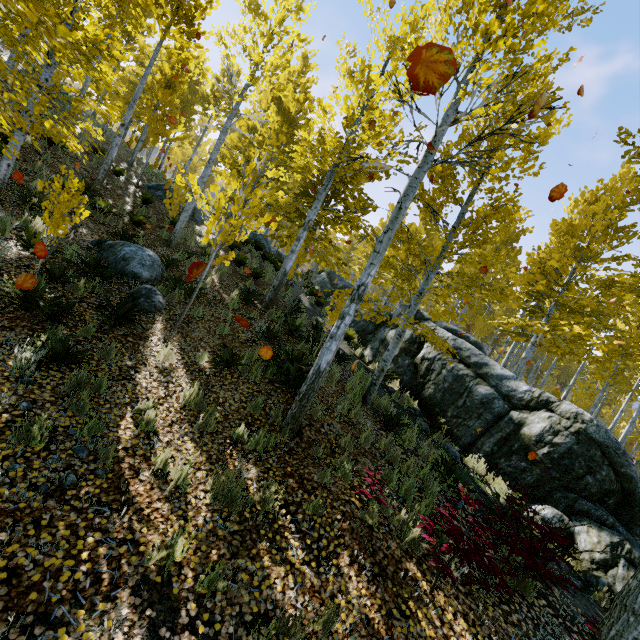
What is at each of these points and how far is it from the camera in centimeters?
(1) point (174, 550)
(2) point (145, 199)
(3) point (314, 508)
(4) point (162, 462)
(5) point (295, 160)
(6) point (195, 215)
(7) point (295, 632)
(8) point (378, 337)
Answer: (1) instancedfoliageactor, 301cm
(2) instancedfoliageactor, 1374cm
(3) instancedfoliageactor, 422cm
(4) instancedfoliageactor, 411cm
(5) instancedfoliageactor, 961cm
(6) rock, 1683cm
(7) instancedfoliageactor, 292cm
(8) rock, 1305cm

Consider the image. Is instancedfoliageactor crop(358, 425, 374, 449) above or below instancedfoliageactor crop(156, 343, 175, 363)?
above

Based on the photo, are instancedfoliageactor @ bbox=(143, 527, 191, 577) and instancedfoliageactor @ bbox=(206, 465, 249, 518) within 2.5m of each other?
yes

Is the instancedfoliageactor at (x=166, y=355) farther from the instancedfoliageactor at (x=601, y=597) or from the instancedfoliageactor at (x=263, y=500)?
the instancedfoliageactor at (x=601, y=597)

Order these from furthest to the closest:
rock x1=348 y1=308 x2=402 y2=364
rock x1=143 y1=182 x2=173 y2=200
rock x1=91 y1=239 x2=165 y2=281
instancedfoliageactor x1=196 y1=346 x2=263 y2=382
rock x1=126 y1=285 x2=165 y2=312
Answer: rock x1=143 y1=182 x2=173 y2=200 → rock x1=348 y1=308 x2=402 y2=364 → rock x1=91 y1=239 x2=165 y2=281 → rock x1=126 y1=285 x2=165 y2=312 → instancedfoliageactor x1=196 y1=346 x2=263 y2=382

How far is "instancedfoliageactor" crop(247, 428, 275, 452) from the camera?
5.0 meters

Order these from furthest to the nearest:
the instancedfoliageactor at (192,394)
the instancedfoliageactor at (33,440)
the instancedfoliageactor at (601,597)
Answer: the instancedfoliageactor at (601,597) → the instancedfoliageactor at (192,394) → the instancedfoliageactor at (33,440)

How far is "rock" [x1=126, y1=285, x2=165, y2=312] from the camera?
7.4 meters
